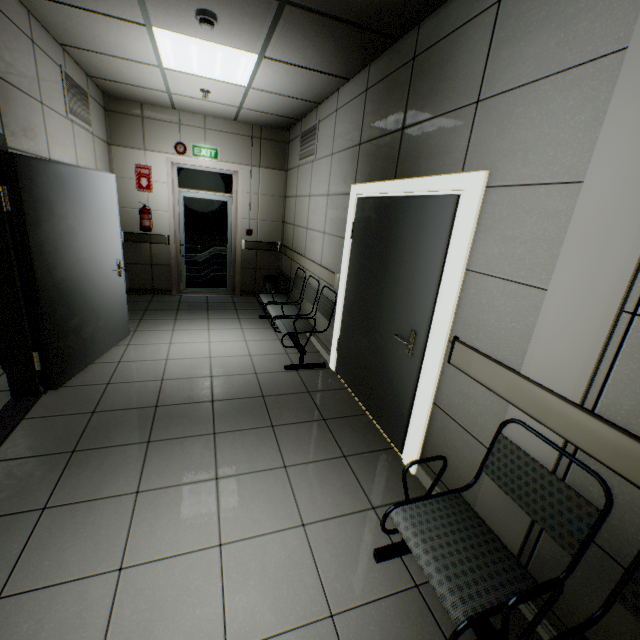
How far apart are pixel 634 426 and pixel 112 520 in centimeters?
268cm

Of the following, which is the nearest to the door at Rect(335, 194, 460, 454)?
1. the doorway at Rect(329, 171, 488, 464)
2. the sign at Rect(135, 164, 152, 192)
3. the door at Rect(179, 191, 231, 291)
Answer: the doorway at Rect(329, 171, 488, 464)

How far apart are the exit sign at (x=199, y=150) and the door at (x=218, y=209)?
0.56m

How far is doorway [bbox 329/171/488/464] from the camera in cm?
196

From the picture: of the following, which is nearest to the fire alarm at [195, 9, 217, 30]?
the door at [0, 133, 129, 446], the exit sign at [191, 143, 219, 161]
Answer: the door at [0, 133, 129, 446]

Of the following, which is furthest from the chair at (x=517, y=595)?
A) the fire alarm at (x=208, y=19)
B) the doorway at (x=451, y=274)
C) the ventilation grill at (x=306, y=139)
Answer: the ventilation grill at (x=306, y=139)

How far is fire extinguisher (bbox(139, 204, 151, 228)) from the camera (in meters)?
5.71

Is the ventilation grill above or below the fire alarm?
below
